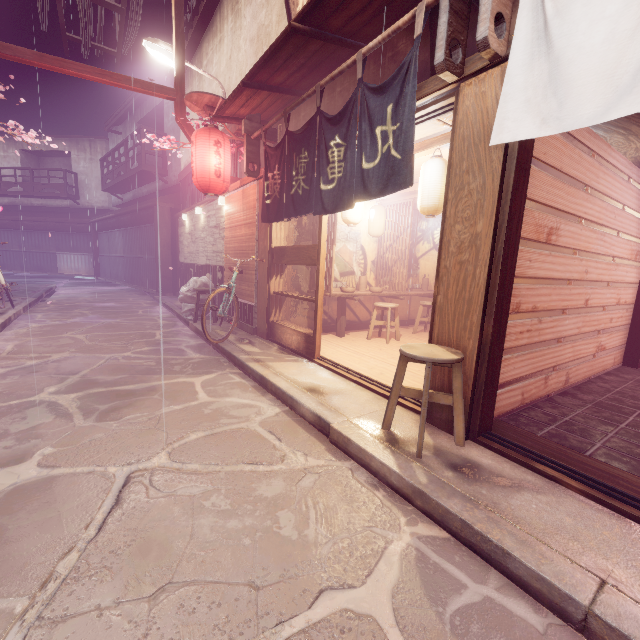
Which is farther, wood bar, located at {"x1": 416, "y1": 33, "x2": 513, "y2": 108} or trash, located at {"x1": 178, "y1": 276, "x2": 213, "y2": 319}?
trash, located at {"x1": 178, "y1": 276, "x2": 213, "y2": 319}

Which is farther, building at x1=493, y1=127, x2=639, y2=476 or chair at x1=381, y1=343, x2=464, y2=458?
building at x1=493, y1=127, x2=639, y2=476

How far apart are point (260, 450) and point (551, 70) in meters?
5.9 m

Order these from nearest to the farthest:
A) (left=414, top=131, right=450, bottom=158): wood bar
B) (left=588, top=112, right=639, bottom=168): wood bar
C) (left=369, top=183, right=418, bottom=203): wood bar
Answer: (left=588, top=112, right=639, bottom=168): wood bar < (left=414, top=131, right=450, bottom=158): wood bar < (left=369, top=183, right=418, bottom=203): wood bar

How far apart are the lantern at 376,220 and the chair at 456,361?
7.8 meters

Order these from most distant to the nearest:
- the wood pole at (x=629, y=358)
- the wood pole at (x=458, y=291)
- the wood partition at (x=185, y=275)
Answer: the wood partition at (x=185, y=275) < the wood pole at (x=629, y=358) < the wood pole at (x=458, y=291)

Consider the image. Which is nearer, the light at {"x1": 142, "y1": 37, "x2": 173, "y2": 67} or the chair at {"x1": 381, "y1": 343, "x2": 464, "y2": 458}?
the chair at {"x1": 381, "y1": 343, "x2": 464, "y2": 458}

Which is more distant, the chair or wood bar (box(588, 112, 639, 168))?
wood bar (box(588, 112, 639, 168))
